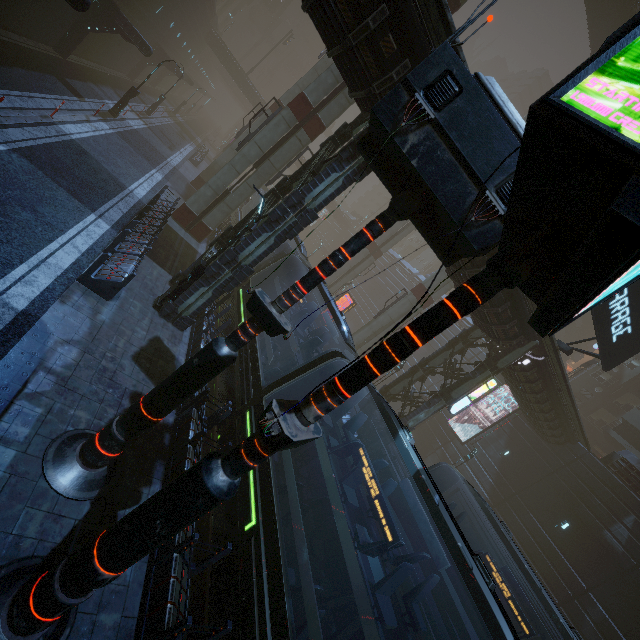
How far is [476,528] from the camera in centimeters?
2458cm

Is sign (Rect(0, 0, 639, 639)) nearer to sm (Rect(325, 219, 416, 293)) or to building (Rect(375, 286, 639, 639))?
building (Rect(375, 286, 639, 639))

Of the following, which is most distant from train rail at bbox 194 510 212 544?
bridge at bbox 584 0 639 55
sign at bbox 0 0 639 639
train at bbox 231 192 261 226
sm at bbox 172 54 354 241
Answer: bridge at bbox 584 0 639 55

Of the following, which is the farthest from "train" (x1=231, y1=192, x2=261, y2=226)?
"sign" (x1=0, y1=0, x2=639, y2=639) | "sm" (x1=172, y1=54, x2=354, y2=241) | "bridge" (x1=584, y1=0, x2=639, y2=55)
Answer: "bridge" (x1=584, y1=0, x2=639, y2=55)

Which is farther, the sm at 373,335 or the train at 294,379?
the sm at 373,335

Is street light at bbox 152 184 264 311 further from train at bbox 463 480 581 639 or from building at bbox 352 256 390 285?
train at bbox 463 480 581 639

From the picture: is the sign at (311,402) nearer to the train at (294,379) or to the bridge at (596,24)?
the train at (294,379)

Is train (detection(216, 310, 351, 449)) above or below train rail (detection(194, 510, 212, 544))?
above
